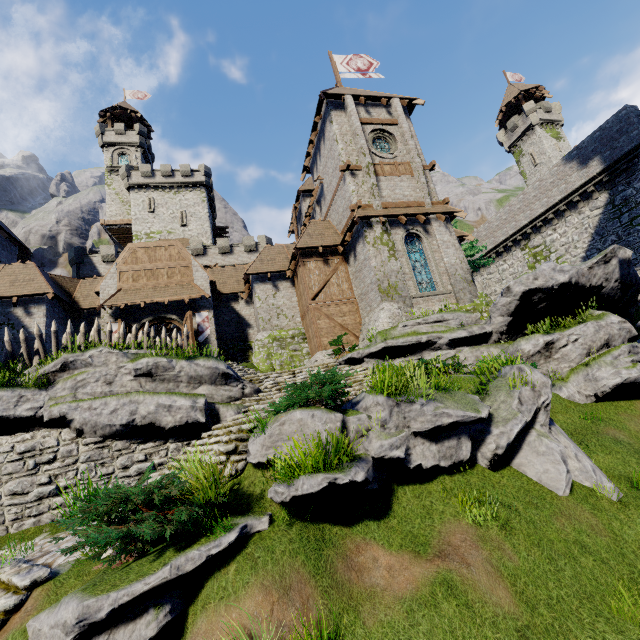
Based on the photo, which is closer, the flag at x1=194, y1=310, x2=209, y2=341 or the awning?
the awning

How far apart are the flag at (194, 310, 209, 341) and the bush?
13.3m

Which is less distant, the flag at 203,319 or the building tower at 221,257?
the flag at 203,319

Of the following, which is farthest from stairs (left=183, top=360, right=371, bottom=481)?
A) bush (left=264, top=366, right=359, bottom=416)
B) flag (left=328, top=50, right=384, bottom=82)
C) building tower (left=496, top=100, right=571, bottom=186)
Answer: building tower (left=496, top=100, right=571, bottom=186)

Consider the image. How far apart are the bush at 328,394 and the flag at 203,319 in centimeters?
1328cm

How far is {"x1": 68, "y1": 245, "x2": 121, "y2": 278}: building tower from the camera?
33.59m

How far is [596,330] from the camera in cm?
1202
